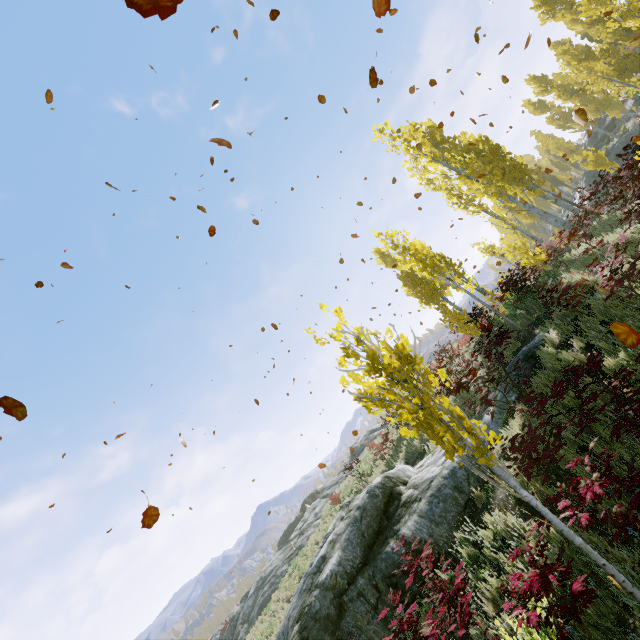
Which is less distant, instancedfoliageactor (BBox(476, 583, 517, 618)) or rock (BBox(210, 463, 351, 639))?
instancedfoliageactor (BBox(476, 583, 517, 618))

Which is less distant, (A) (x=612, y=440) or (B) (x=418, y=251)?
(A) (x=612, y=440)

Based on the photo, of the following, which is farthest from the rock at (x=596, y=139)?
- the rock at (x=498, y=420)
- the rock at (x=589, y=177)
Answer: the rock at (x=498, y=420)

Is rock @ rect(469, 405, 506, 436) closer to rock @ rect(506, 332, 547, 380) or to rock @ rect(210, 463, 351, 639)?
rock @ rect(506, 332, 547, 380)

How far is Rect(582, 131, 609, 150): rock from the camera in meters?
37.0

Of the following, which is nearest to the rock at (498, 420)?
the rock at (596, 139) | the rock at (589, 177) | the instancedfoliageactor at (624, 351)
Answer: the instancedfoliageactor at (624, 351)

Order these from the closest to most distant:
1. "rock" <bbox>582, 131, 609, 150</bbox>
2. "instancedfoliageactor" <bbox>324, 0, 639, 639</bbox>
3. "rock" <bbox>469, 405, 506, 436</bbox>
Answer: "instancedfoliageactor" <bbox>324, 0, 639, 639</bbox> < "rock" <bbox>469, 405, 506, 436</bbox> < "rock" <bbox>582, 131, 609, 150</bbox>

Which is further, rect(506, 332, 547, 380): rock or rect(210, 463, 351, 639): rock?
rect(210, 463, 351, 639): rock
